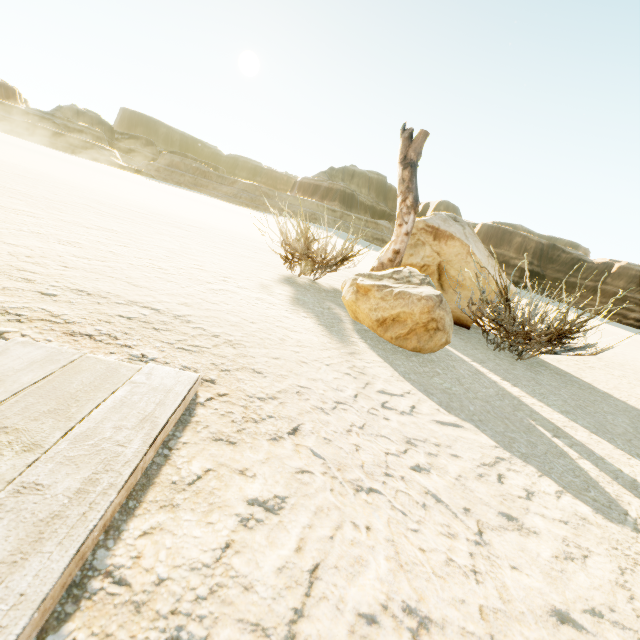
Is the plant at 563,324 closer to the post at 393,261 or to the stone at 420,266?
the stone at 420,266

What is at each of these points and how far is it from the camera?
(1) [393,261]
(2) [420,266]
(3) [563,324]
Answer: (1) post, 4.4 meters
(2) stone, 5.0 meters
(3) plant, 3.3 meters

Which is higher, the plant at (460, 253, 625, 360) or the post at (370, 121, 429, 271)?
the post at (370, 121, 429, 271)

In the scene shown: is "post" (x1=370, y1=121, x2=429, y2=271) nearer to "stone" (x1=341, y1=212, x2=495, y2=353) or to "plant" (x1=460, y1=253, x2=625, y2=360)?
"stone" (x1=341, y1=212, x2=495, y2=353)

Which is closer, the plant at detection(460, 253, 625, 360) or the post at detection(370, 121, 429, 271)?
the plant at detection(460, 253, 625, 360)

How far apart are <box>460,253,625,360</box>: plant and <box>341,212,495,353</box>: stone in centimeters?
60cm

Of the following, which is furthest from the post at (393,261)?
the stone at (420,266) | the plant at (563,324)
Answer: the plant at (563,324)

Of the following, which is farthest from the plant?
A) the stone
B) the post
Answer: the post
